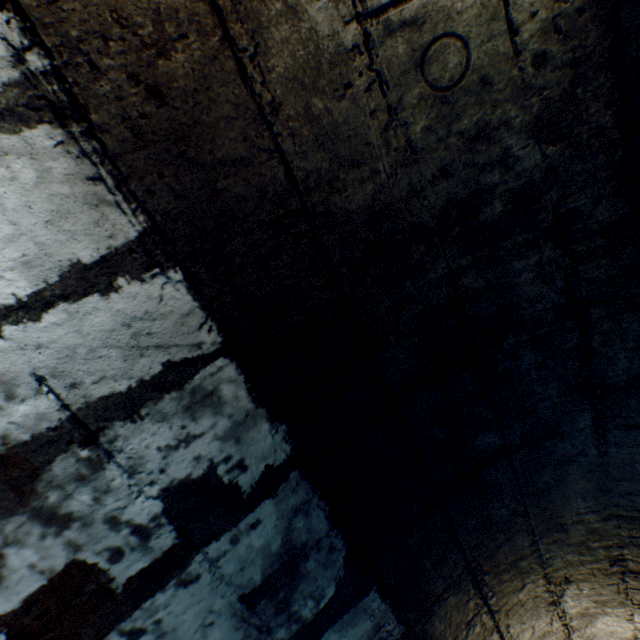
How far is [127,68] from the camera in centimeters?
63cm
